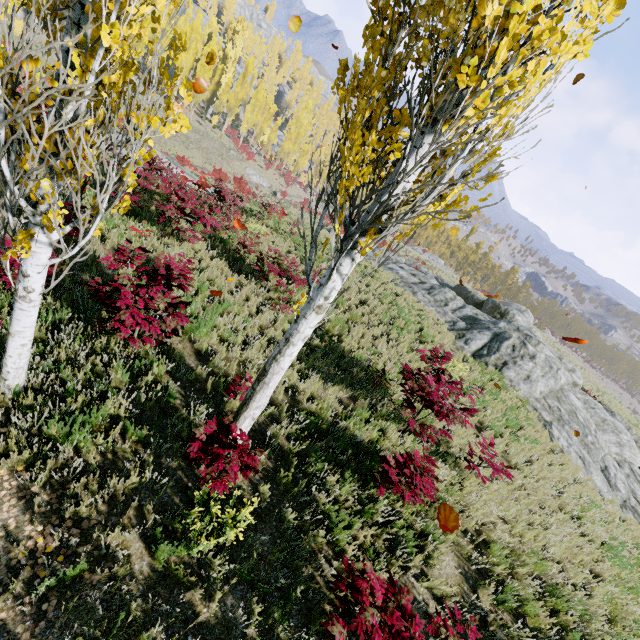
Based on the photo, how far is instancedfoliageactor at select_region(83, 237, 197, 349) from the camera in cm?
443

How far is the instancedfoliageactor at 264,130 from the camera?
57.09m

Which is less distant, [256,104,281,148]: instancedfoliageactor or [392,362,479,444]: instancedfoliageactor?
[392,362,479,444]: instancedfoliageactor

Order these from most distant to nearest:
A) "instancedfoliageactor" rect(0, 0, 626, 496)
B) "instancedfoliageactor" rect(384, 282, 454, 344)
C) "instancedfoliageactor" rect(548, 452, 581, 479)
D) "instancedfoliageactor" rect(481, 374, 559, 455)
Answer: "instancedfoliageactor" rect(384, 282, 454, 344)
"instancedfoliageactor" rect(481, 374, 559, 455)
"instancedfoliageactor" rect(548, 452, 581, 479)
"instancedfoliageactor" rect(0, 0, 626, 496)

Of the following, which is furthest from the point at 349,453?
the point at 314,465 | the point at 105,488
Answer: the point at 105,488

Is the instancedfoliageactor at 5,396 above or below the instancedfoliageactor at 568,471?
above
